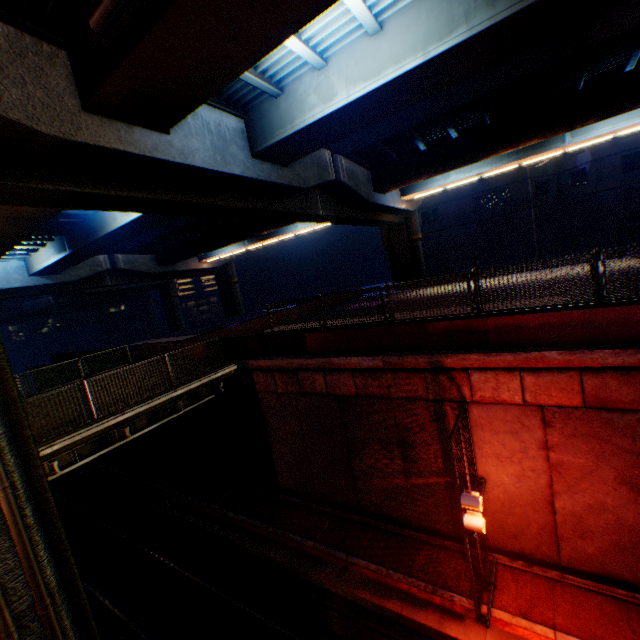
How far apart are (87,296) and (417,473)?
49.3m

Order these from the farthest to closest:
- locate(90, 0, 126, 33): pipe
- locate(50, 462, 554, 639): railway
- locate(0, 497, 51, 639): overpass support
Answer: locate(50, 462, 554, 639): railway → locate(0, 497, 51, 639): overpass support → locate(90, 0, 126, 33): pipe

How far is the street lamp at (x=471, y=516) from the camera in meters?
7.3 m

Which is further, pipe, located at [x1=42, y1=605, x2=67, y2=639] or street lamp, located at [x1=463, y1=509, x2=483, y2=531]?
street lamp, located at [x1=463, y1=509, x2=483, y2=531]

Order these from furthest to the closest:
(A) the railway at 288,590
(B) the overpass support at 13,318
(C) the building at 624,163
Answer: (B) the overpass support at 13,318 < (C) the building at 624,163 < (A) the railway at 288,590

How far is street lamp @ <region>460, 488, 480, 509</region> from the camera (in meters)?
7.26

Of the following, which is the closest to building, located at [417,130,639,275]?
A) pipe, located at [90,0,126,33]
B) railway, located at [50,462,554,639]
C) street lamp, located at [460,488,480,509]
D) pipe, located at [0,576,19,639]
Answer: street lamp, located at [460,488,480,509]

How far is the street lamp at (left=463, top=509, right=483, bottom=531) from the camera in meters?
7.3
